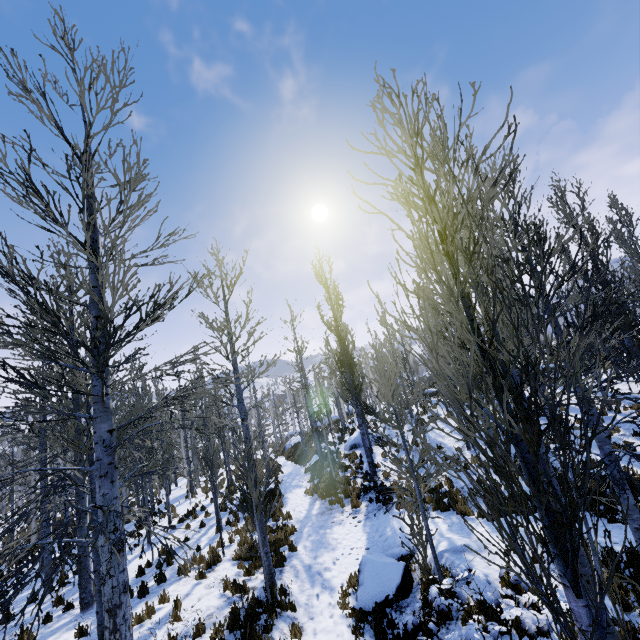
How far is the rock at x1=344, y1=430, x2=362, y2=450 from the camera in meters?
22.0

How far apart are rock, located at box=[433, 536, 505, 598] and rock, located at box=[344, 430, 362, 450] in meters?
13.6 m

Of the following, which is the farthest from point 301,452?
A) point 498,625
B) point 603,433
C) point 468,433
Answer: point 468,433

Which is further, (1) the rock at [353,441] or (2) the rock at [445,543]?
(1) the rock at [353,441]

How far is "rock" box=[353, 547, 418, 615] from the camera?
7.5 meters

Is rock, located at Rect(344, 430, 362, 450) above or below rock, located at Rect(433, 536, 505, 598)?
above

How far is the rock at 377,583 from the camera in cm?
754

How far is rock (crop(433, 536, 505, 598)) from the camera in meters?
6.8 m
